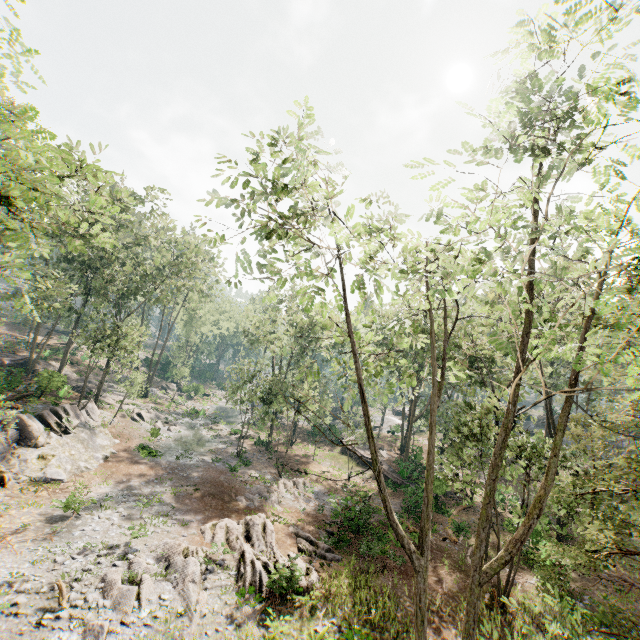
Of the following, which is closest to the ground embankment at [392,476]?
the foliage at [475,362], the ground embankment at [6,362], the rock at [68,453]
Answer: the foliage at [475,362]

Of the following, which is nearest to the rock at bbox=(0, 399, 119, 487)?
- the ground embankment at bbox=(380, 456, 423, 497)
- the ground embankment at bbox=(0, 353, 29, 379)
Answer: the ground embankment at bbox=(0, 353, 29, 379)

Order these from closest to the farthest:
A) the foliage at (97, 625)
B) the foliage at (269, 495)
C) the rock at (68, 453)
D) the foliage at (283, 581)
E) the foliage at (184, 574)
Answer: the foliage at (97, 625) → the foliage at (184, 574) → the foliage at (283, 581) → the rock at (68, 453) → the foliage at (269, 495)

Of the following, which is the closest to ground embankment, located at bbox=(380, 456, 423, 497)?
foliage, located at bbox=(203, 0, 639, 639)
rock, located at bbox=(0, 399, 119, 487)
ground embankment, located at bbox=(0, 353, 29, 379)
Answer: foliage, located at bbox=(203, 0, 639, 639)

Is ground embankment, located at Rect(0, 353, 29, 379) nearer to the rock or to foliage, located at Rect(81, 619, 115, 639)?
foliage, located at Rect(81, 619, 115, 639)

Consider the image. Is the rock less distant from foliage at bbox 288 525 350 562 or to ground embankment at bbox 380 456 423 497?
foliage at bbox 288 525 350 562

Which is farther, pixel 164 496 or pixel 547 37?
pixel 164 496

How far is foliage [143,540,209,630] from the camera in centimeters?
1220cm
